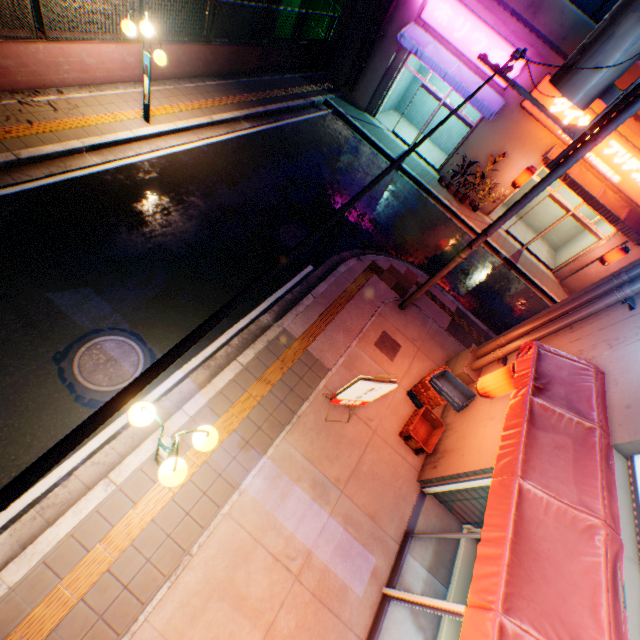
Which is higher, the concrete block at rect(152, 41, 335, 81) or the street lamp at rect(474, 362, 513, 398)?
the street lamp at rect(474, 362, 513, 398)

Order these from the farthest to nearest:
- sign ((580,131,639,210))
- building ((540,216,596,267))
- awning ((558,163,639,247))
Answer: building ((540,216,596,267)) < awning ((558,163,639,247)) < sign ((580,131,639,210))

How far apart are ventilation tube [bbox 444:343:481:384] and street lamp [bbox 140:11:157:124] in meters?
10.2 m

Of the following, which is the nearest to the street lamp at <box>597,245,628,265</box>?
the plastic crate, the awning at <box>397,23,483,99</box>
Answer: the awning at <box>397,23,483,99</box>

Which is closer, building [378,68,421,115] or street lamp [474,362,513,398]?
street lamp [474,362,513,398]

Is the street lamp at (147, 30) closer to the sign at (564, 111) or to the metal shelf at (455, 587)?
the metal shelf at (455, 587)

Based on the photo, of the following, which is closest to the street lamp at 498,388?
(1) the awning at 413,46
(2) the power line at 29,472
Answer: (2) the power line at 29,472

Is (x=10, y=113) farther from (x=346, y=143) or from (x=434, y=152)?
(x=434, y=152)
